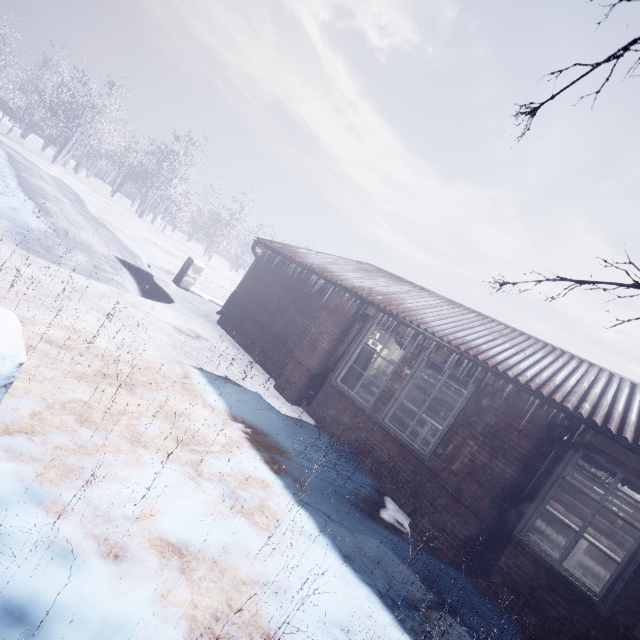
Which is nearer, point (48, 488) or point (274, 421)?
point (48, 488)

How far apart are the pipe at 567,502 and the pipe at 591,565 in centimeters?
42cm

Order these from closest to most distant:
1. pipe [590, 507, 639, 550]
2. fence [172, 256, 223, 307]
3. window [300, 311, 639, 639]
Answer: window [300, 311, 639, 639], pipe [590, 507, 639, 550], fence [172, 256, 223, 307]

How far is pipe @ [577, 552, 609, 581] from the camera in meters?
5.3

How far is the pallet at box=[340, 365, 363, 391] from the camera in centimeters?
579cm

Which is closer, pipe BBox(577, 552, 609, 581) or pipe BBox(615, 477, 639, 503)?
pipe BBox(615, 477, 639, 503)

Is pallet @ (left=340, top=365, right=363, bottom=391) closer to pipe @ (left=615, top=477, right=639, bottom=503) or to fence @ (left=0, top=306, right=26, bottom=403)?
pipe @ (left=615, top=477, right=639, bottom=503)

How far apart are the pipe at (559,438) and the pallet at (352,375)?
2.8m
